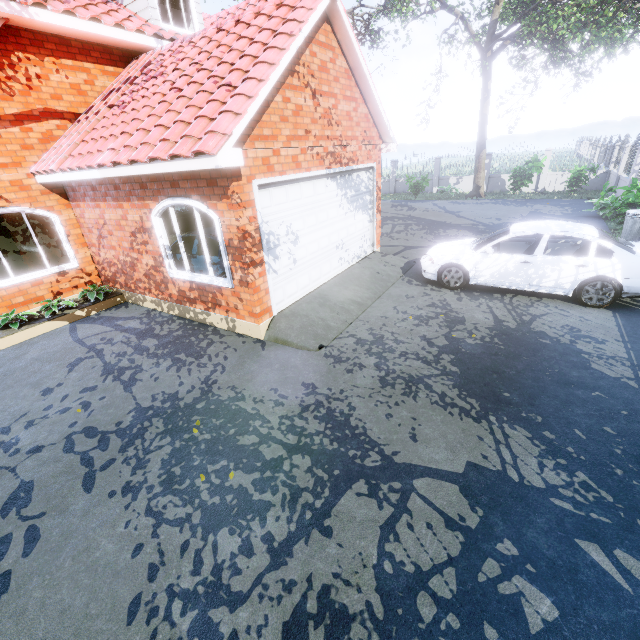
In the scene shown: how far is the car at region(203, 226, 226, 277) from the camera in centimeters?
713cm

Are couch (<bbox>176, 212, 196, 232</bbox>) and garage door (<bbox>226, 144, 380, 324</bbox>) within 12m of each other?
yes

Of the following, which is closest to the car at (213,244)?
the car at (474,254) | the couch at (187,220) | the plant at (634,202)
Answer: the car at (474,254)

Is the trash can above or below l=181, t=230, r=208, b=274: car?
below

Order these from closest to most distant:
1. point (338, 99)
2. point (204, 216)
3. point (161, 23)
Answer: point (338, 99) → point (161, 23) → point (204, 216)

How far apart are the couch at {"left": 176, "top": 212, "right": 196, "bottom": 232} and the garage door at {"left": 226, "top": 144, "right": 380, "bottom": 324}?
9.6 meters

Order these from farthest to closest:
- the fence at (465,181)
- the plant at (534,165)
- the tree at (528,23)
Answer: the fence at (465,181) → the plant at (534,165) → the tree at (528,23)
